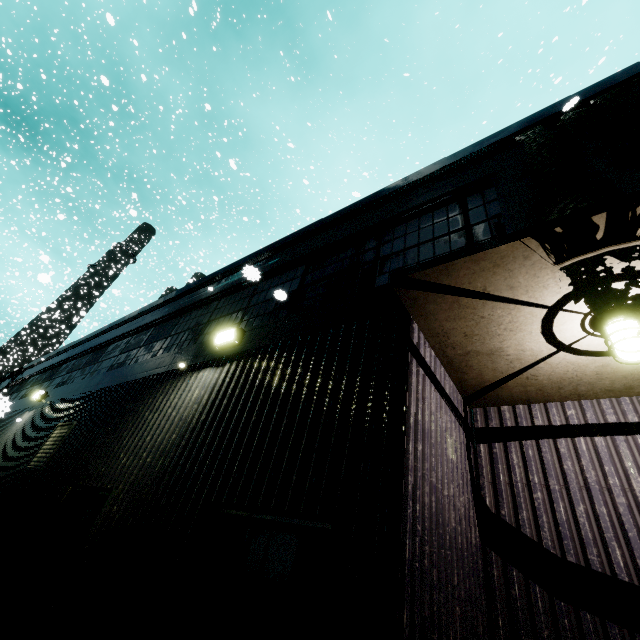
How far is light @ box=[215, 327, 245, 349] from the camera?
4.9m

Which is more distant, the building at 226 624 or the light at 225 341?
the light at 225 341

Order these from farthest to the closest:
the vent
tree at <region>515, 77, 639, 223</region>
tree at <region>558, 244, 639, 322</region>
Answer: the vent, tree at <region>515, 77, 639, 223</region>, tree at <region>558, 244, 639, 322</region>

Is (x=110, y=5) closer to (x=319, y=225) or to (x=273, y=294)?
(x=319, y=225)

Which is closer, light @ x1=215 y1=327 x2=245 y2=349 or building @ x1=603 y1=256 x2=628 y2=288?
building @ x1=603 y1=256 x2=628 y2=288

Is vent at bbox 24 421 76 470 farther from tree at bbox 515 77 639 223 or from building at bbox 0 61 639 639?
tree at bbox 515 77 639 223

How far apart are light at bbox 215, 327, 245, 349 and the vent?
4.2m

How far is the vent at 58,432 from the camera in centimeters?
632cm
